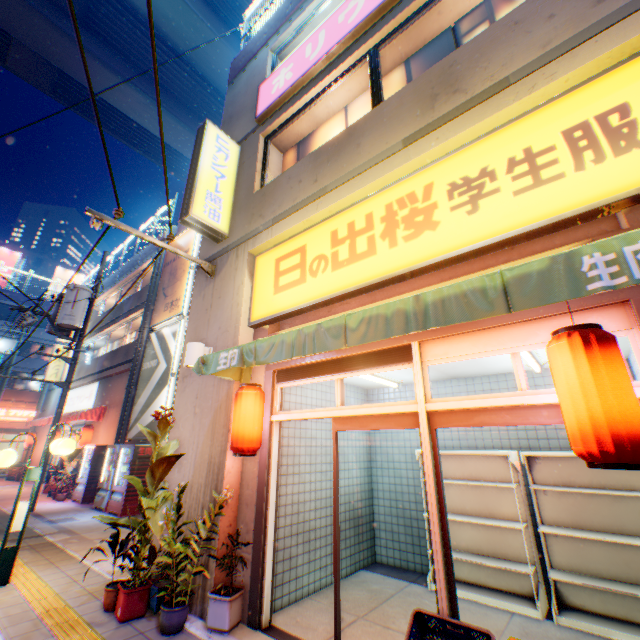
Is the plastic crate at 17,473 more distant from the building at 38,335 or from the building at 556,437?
the building at 556,437

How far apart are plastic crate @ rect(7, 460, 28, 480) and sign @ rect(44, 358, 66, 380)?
4.8 meters

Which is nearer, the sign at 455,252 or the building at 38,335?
the sign at 455,252

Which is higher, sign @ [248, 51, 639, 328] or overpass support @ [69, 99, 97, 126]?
overpass support @ [69, 99, 97, 126]

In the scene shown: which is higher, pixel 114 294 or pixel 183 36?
pixel 183 36

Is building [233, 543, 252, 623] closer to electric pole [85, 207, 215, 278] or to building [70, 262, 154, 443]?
electric pole [85, 207, 215, 278]

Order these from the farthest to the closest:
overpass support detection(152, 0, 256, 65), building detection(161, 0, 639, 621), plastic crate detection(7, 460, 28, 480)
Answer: plastic crate detection(7, 460, 28, 480)
overpass support detection(152, 0, 256, 65)
building detection(161, 0, 639, 621)

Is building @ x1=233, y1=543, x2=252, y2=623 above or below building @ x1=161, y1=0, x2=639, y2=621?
below
